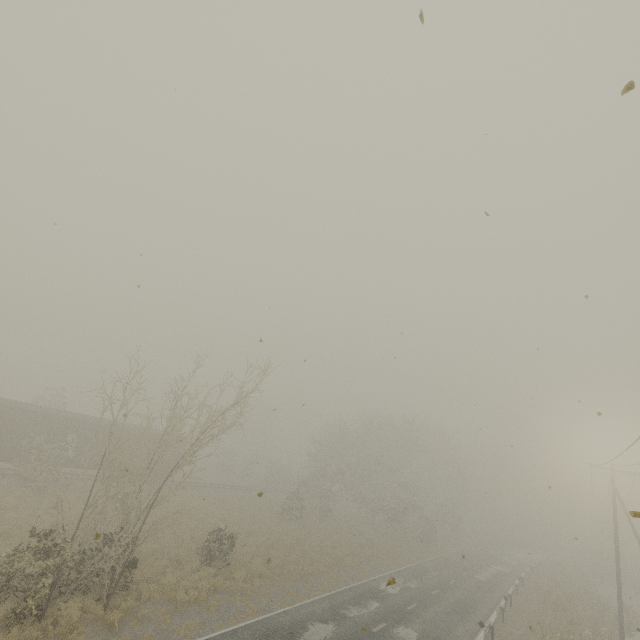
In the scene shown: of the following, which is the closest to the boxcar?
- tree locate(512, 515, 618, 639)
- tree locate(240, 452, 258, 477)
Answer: tree locate(240, 452, 258, 477)

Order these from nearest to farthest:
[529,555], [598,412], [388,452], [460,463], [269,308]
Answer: [598,412]
[269,308]
[388,452]
[460,463]
[529,555]

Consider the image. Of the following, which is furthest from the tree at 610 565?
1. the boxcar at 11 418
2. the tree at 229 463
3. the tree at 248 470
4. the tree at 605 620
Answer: the boxcar at 11 418

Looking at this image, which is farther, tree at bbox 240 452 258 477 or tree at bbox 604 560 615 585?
tree at bbox 240 452 258 477

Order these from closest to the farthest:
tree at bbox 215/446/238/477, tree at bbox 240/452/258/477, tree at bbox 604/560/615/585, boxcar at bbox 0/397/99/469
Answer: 1. boxcar at bbox 0/397/99/469
2. tree at bbox 604/560/615/585
3. tree at bbox 215/446/238/477
4. tree at bbox 240/452/258/477

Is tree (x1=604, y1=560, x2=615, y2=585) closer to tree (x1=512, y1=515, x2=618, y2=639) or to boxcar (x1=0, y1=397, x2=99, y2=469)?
tree (x1=512, y1=515, x2=618, y2=639)

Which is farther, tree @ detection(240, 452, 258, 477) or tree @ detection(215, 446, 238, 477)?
tree @ detection(240, 452, 258, 477)

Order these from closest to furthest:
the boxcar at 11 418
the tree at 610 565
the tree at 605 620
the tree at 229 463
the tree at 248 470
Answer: the tree at 605 620 → the boxcar at 11 418 → the tree at 610 565 → the tree at 229 463 → the tree at 248 470
